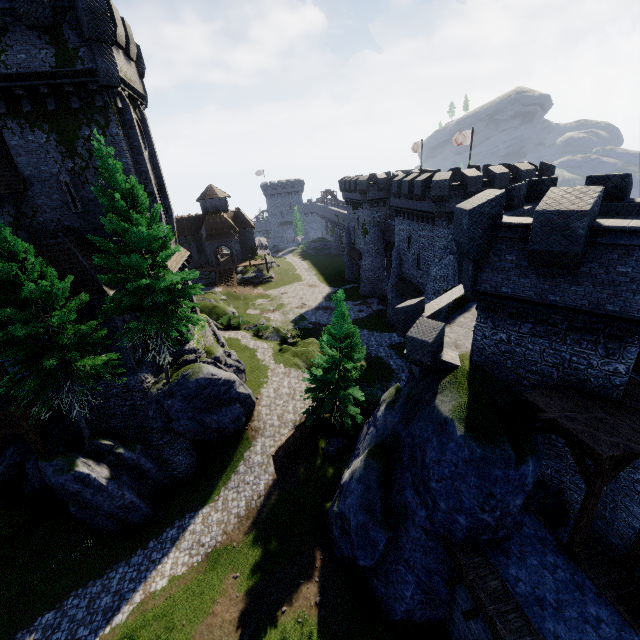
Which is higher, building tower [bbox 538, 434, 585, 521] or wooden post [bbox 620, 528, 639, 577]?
building tower [bbox 538, 434, 585, 521]

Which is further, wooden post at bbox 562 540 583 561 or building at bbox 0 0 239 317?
building at bbox 0 0 239 317

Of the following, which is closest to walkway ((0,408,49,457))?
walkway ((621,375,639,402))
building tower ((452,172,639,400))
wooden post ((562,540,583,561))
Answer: building tower ((452,172,639,400))

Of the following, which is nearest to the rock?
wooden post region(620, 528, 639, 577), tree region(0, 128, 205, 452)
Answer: tree region(0, 128, 205, 452)

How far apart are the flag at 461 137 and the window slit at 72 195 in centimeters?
3731cm

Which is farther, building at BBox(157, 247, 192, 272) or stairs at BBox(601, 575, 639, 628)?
building at BBox(157, 247, 192, 272)

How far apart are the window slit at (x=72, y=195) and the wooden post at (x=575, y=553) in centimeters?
2847cm

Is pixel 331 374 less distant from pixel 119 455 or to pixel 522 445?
pixel 522 445
